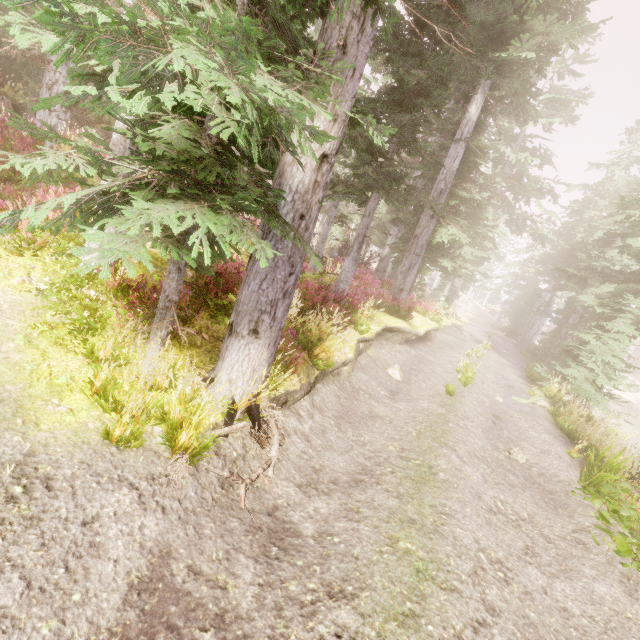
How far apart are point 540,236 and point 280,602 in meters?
31.2

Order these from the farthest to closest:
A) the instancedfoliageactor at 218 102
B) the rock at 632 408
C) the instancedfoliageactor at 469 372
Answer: the rock at 632 408, the instancedfoliageactor at 469 372, the instancedfoliageactor at 218 102

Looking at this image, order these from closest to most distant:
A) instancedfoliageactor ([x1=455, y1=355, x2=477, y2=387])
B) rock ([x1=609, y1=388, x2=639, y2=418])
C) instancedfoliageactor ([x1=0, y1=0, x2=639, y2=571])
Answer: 1. instancedfoliageactor ([x1=0, y1=0, x2=639, y2=571])
2. instancedfoliageactor ([x1=455, y1=355, x2=477, y2=387])
3. rock ([x1=609, y1=388, x2=639, y2=418])

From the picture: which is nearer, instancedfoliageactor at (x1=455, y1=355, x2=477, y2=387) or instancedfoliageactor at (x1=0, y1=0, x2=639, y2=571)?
instancedfoliageactor at (x1=0, y1=0, x2=639, y2=571)

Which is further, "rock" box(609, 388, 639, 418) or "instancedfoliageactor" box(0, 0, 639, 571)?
"rock" box(609, 388, 639, 418)

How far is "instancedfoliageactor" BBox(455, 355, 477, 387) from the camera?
11.8m

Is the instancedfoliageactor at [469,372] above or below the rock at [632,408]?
above
